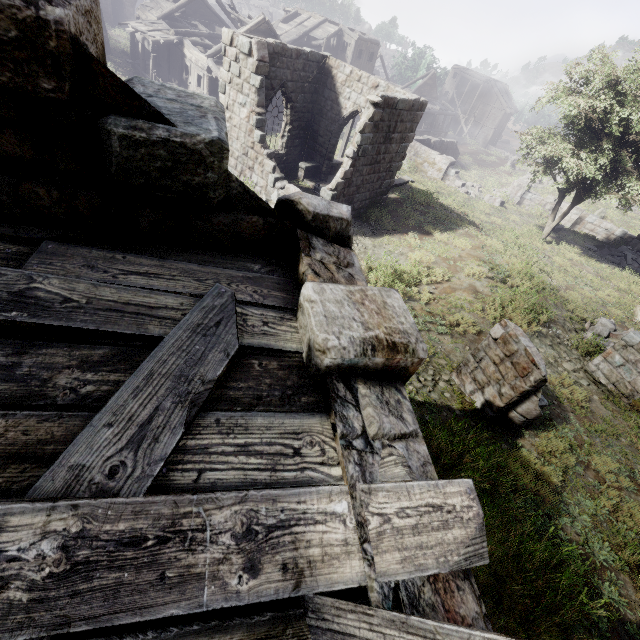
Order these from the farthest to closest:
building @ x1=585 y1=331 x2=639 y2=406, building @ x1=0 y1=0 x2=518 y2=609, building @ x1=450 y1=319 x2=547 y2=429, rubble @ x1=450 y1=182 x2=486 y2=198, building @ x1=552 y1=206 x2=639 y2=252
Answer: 1. rubble @ x1=450 y1=182 x2=486 y2=198
2. building @ x1=552 y1=206 x2=639 y2=252
3. building @ x1=585 y1=331 x2=639 y2=406
4. building @ x1=450 y1=319 x2=547 y2=429
5. building @ x1=0 y1=0 x2=518 y2=609

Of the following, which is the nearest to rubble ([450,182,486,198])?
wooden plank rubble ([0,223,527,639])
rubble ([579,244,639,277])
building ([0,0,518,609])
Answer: rubble ([579,244,639,277])

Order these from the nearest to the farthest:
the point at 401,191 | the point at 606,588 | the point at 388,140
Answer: the point at 606,588 < the point at 388,140 < the point at 401,191

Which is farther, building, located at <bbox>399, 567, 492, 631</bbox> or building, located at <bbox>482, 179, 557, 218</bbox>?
building, located at <bbox>482, 179, 557, 218</bbox>

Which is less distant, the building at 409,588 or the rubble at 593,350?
the building at 409,588

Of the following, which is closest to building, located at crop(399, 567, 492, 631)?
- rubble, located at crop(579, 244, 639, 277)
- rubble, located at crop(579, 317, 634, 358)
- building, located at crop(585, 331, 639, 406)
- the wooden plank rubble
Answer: the wooden plank rubble

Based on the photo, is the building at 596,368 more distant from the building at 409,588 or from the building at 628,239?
the building at 628,239

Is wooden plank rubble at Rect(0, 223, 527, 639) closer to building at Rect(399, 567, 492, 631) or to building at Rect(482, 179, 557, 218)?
building at Rect(399, 567, 492, 631)
